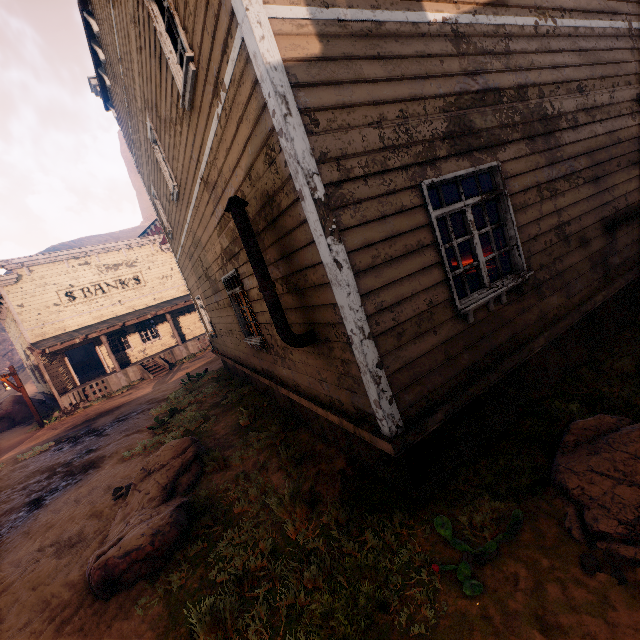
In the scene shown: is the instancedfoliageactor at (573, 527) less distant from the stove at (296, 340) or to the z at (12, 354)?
the z at (12, 354)

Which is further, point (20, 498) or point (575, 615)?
point (20, 498)

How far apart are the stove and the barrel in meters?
2.6

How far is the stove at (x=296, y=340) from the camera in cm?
353

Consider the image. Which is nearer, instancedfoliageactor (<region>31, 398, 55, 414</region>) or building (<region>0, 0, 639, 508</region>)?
building (<region>0, 0, 639, 508</region>)

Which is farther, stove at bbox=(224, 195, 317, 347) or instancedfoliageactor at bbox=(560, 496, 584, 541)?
stove at bbox=(224, 195, 317, 347)

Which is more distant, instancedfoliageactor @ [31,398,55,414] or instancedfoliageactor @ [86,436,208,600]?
instancedfoliageactor @ [31,398,55,414]

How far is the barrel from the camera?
4.79m
